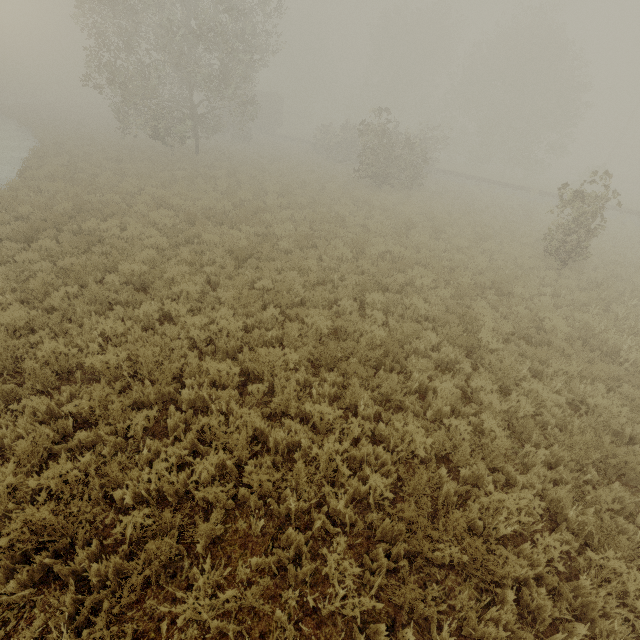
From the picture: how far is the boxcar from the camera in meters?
42.5 m

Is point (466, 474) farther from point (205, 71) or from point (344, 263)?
point (205, 71)

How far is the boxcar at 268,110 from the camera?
42.5 meters

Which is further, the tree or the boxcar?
the boxcar

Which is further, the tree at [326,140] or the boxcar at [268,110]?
the boxcar at [268,110]
